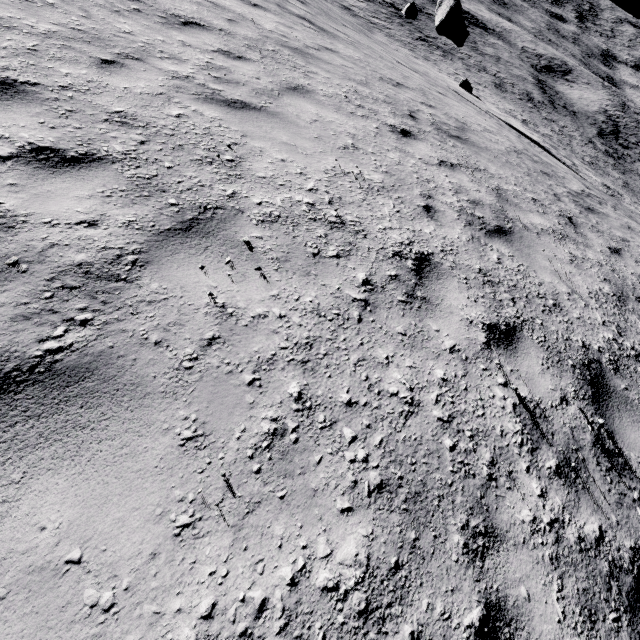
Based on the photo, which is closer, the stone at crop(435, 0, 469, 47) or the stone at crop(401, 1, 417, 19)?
the stone at crop(401, 1, 417, 19)

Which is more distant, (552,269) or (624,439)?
(552,269)

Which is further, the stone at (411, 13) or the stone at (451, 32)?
the stone at (451, 32)
